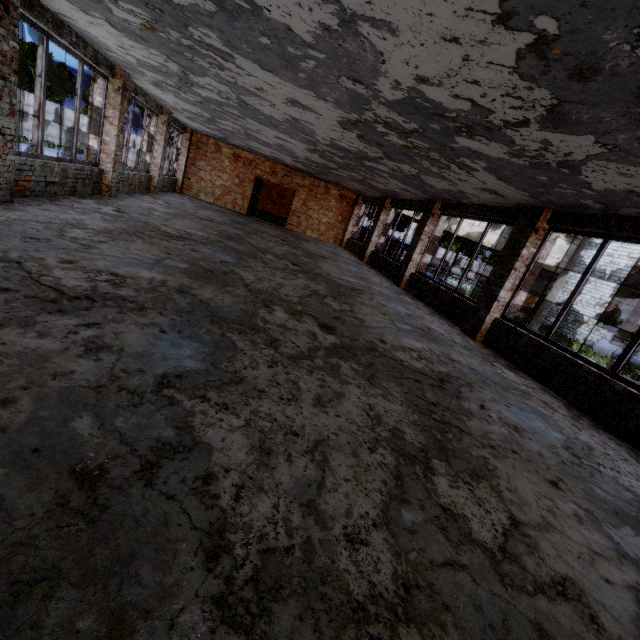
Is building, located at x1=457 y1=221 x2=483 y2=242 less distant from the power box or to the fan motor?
the power box

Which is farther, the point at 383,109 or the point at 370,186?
the point at 370,186

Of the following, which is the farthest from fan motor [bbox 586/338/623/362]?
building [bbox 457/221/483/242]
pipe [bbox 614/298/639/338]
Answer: building [bbox 457/221/483/242]

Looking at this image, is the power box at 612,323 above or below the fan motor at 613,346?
above

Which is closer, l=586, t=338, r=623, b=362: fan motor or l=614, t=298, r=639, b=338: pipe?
l=614, t=298, r=639, b=338: pipe

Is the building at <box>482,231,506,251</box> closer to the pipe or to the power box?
the power box

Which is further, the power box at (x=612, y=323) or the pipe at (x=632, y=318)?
the power box at (x=612, y=323)
